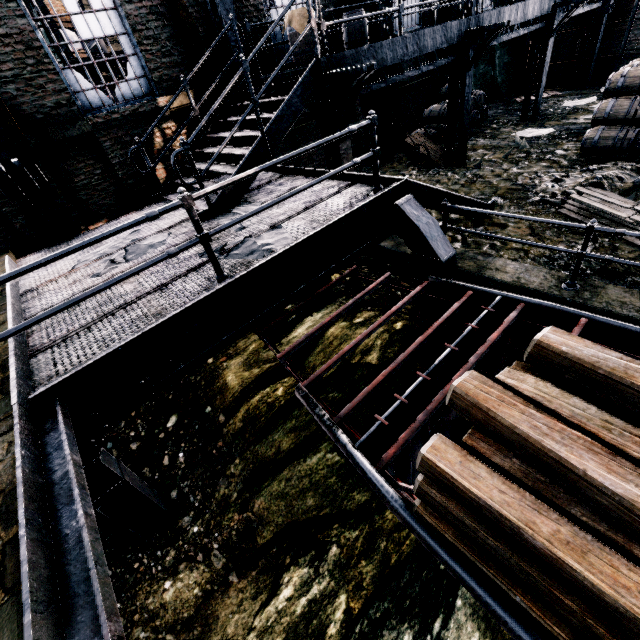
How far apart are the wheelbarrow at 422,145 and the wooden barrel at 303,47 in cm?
493

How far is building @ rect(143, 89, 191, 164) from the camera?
8.7m

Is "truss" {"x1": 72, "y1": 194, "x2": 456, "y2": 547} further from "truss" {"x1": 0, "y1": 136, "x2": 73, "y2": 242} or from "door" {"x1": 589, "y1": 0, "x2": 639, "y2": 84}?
"door" {"x1": 589, "y1": 0, "x2": 639, "y2": 84}

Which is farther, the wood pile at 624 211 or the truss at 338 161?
the truss at 338 161

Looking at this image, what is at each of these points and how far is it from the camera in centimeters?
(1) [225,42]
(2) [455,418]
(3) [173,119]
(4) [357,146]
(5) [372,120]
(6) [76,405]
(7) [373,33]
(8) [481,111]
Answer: (1) truss, 869cm
(2) ship construction, 568cm
(3) building, 896cm
(4) building, 1374cm
(5) metal railing, 499cm
(6) metal beam, 344cm
(7) truss, 1157cm
(8) wooden barrel, 1495cm

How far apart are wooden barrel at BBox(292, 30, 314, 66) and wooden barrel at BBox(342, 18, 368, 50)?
1.4 meters

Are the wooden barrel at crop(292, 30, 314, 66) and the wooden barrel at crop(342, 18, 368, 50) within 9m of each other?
yes
